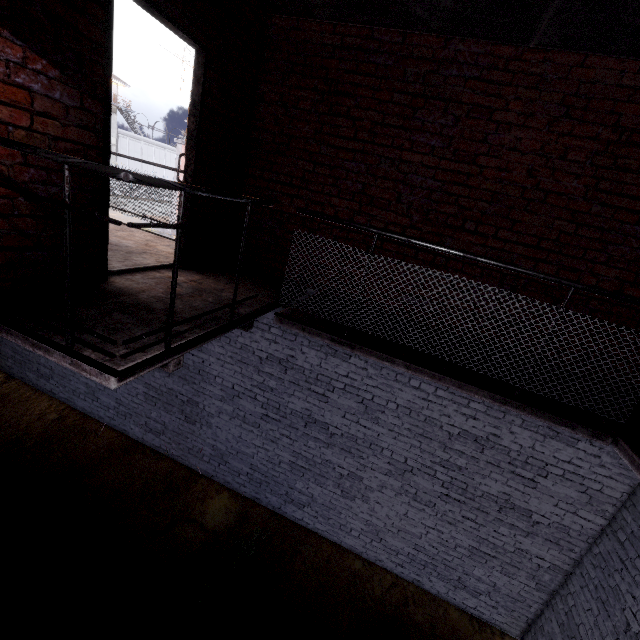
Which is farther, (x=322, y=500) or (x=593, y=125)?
(x=322, y=500)

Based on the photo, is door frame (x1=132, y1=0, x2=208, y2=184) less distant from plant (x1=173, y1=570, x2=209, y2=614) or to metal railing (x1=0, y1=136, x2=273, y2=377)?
Result: metal railing (x1=0, y1=136, x2=273, y2=377)

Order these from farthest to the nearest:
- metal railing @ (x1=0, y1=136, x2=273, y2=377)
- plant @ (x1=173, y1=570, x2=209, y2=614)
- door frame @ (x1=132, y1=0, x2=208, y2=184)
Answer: plant @ (x1=173, y1=570, x2=209, y2=614) → door frame @ (x1=132, y1=0, x2=208, y2=184) → metal railing @ (x1=0, y1=136, x2=273, y2=377)

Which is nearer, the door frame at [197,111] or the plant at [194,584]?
the door frame at [197,111]

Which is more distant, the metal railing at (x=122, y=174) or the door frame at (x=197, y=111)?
the door frame at (x=197, y=111)

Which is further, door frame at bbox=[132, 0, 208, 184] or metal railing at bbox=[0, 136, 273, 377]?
door frame at bbox=[132, 0, 208, 184]

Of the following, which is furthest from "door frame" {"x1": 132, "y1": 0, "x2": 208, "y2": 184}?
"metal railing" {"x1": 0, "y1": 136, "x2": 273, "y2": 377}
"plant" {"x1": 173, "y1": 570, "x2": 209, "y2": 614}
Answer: "plant" {"x1": 173, "y1": 570, "x2": 209, "y2": 614}
